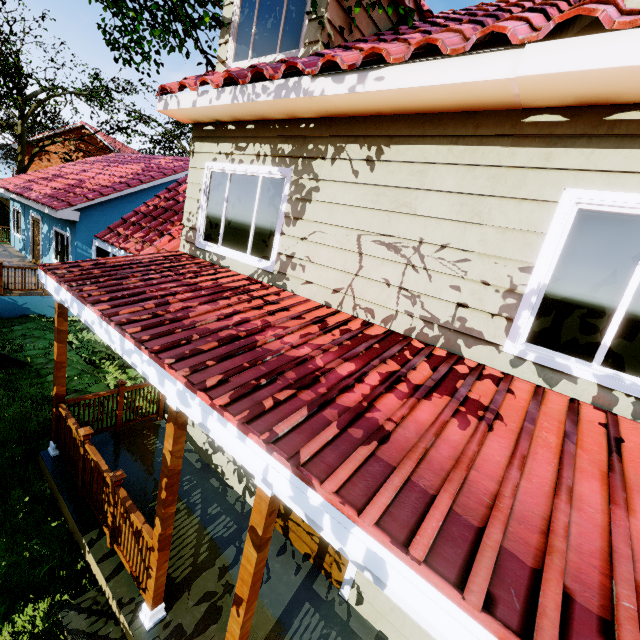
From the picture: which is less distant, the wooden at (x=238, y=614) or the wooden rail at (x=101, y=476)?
the wooden at (x=238, y=614)

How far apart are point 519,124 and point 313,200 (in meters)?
2.23

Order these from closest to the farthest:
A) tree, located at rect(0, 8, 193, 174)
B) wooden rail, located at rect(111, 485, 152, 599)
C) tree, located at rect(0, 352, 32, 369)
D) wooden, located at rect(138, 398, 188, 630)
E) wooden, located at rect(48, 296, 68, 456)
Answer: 1. wooden, located at rect(138, 398, 188, 630)
2. wooden rail, located at rect(111, 485, 152, 599)
3. wooden, located at rect(48, 296, 68, 456)
4. tree, located at rect(0, 352, 32, 369)
5. tree, located at rect(0, 8, 193, 174)

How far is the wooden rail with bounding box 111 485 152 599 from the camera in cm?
349

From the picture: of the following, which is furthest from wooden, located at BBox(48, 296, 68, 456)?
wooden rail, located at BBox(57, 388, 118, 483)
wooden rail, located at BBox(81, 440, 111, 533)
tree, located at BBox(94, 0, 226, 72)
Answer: tree, located at BBox(94, 0, 226, 72)

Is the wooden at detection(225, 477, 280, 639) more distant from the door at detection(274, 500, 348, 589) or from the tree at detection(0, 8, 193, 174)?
the tree at detection(0, 8, 193, 174)

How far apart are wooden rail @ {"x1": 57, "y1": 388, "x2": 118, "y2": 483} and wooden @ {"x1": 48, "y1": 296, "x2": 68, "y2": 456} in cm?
2

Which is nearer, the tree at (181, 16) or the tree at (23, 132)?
the tree at (181, 16)
